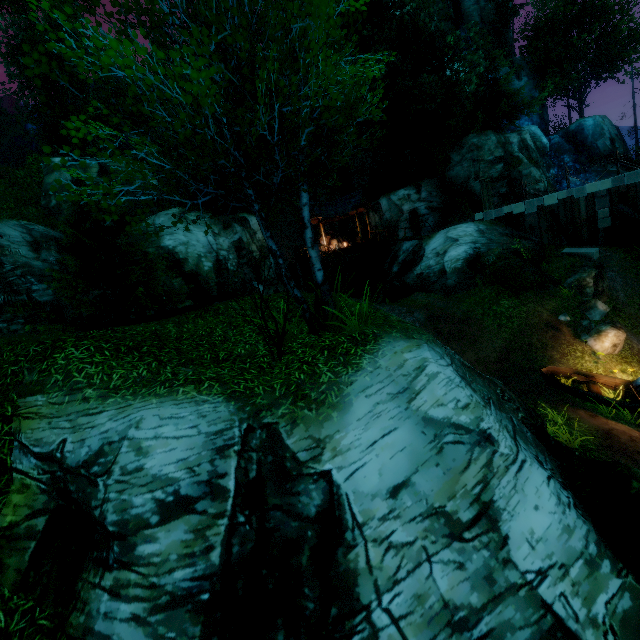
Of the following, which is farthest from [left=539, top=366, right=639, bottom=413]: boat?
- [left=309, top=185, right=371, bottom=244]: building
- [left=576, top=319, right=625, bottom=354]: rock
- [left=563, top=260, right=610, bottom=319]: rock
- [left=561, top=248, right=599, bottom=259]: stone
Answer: [left=309, top=185, right=371, bottom=244]: building

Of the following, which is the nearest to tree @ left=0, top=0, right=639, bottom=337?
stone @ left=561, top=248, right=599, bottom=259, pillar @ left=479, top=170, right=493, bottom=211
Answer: pillar @ left=479, top=170, right=493, bottom=211

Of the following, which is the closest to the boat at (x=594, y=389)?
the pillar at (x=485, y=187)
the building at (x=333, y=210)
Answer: the pillar at (x=485, y=187)

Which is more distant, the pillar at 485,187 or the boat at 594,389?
the pillar at 485,187

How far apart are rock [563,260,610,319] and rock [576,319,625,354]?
1.84m

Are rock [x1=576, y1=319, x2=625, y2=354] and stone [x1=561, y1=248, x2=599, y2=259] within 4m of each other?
no

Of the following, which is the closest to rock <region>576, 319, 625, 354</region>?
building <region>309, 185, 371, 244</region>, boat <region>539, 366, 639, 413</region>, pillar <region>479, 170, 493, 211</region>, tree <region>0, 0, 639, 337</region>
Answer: boat <region>539, 366, 639, 413</region>

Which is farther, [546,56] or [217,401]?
[546,56]
